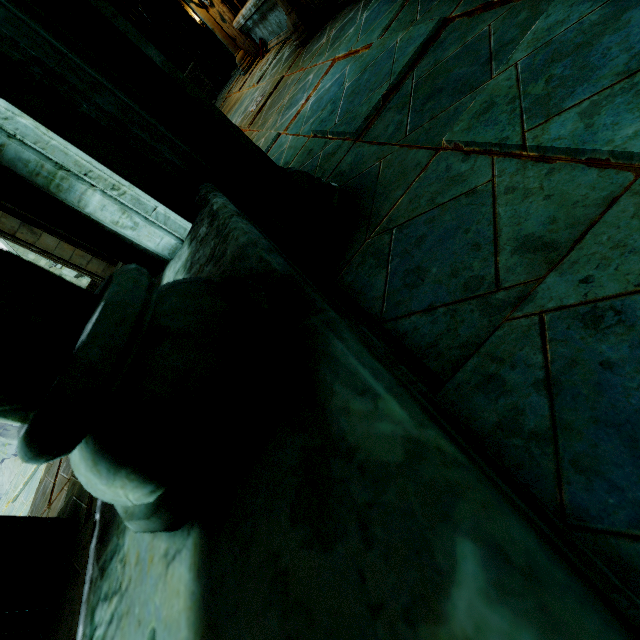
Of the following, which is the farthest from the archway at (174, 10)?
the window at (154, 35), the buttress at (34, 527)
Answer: the window at (154, 35)

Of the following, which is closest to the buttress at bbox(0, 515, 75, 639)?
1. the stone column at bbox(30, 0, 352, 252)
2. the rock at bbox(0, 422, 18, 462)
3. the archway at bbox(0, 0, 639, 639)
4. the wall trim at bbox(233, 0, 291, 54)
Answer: the archway at bbox(0, 0, 639, 639)

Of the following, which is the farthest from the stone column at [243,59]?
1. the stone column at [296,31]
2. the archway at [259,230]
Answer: the stone column at [296,31]

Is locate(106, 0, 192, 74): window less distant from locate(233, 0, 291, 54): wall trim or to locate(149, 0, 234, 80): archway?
locate(149, 0, 234, 80): archway

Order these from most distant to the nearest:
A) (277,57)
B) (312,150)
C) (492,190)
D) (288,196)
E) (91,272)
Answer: (91,272) → (277,57) → (312,150) → (288,196) → (492,190)

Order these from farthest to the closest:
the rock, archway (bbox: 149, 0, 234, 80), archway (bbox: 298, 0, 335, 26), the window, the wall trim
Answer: the rock < the window < archway (bbox: 149, 0, 234, 80) < the wall trim < archway (bbox: 298, 0, 335, 26)

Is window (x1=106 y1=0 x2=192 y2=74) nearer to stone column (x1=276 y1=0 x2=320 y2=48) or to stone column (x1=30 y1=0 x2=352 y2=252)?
stone column (x1=276 y1=0 x2=320 y2=48)

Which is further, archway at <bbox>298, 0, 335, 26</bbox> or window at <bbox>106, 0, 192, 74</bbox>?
window at <bbox>106, 0, 192, 74</bbox>
